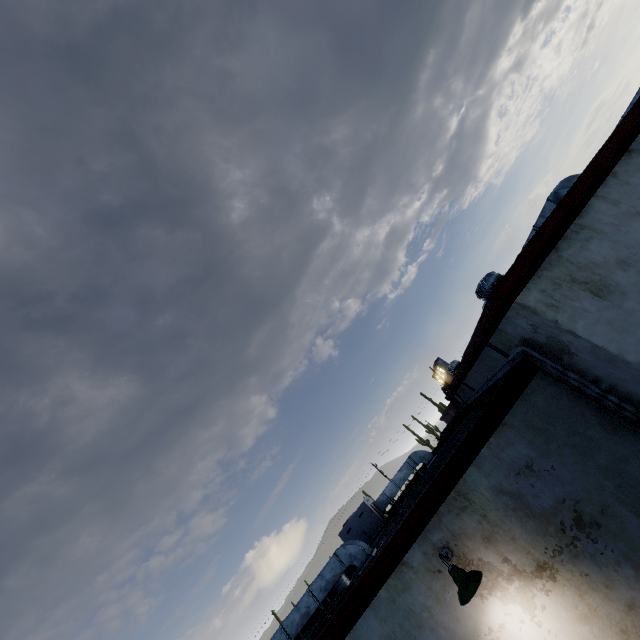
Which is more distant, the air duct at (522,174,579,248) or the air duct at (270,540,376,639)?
the air duct at (270,540,376,639)

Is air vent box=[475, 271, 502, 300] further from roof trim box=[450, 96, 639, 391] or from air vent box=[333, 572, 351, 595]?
air vent box=[333, 572, 351, 595]

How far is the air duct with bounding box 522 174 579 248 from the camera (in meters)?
6.65

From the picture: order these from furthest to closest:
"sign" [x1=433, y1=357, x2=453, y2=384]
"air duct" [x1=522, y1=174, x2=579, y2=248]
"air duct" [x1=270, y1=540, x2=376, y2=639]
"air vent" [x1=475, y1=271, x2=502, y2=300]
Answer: "sign" [x1=433, y1=357, x2=453, y2=384] → "air duct" [x1=270, y1=540, x2=376, y2=639] → "air duct" [x1=522, y1=174, x2=579, y2=248] → "air vent" [x1=475, y1=271, x2=502, y2=300]

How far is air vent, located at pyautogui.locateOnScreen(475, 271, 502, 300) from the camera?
6.12m

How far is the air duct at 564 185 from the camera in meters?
6.7 m

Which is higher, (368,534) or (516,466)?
(368,534)

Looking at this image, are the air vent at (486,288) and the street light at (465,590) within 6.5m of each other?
yes
